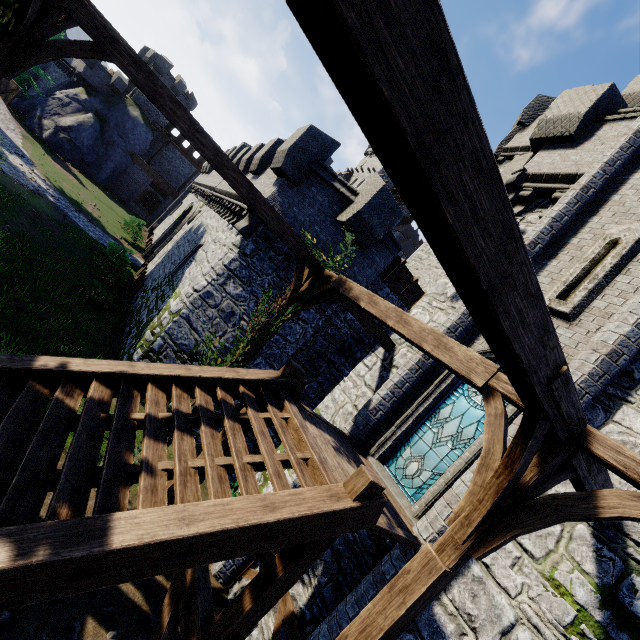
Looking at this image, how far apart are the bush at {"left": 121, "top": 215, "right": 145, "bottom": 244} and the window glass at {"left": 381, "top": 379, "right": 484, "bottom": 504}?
32.93m

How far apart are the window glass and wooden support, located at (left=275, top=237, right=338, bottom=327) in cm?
327

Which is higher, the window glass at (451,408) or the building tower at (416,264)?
the building tower at (416,264)

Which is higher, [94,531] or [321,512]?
[321,512]

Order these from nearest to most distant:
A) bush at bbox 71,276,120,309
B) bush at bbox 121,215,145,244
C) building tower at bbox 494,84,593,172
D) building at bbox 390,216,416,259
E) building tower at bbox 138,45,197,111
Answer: bush at bbox 71,276,120,309 → building tower at bbox 494,84,593,172 → bush at bbox 121,215,145,244 → building tower at bbox 138,45,197,111 → building at bbox 390,216,416,259

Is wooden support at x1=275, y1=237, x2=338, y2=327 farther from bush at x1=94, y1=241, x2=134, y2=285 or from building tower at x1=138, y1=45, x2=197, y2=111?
building tower at x1=138, y1=45, x2=197, y2=111

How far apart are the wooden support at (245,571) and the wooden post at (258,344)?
3.5 meters

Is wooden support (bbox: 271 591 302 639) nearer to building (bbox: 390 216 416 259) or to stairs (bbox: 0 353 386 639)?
stairs (bbox: 0 353 386 639)
